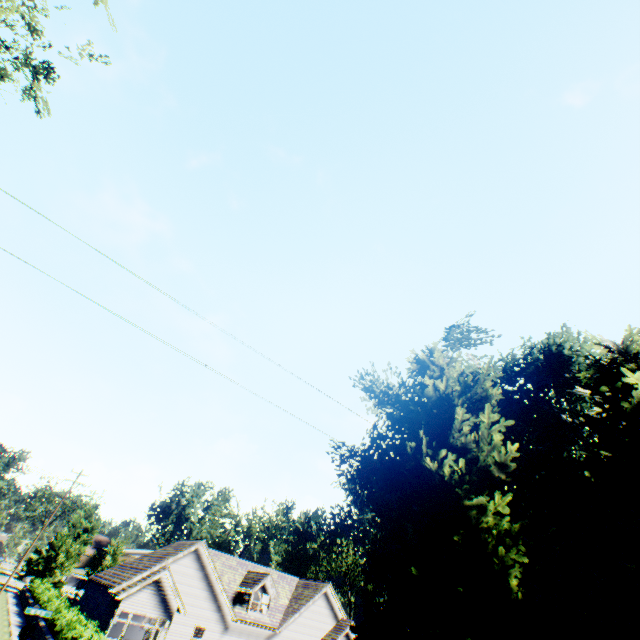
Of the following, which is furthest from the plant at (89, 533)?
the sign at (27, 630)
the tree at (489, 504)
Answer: the sign at (27, 630)

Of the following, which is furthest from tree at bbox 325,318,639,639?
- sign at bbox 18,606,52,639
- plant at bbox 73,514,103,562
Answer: sign at bbox 18,606,52,639

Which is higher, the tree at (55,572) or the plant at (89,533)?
the plant at (89,533)

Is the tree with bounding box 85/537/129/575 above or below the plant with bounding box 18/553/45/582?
above

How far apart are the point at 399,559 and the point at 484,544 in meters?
2.7 m

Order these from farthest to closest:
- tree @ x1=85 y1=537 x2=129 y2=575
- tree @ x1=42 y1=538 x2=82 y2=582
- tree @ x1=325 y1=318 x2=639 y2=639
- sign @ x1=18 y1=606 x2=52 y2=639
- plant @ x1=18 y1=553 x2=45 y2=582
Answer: plant @ x1=18 y1=553 x2=45 y2=582 → tree @ x1=85 y1=537 x2=129 y2=575 → tree @ x1=42 y1=538 x2=82 y2=582 → sign @ x1=18 y1=606 x2=52 y2=639 → tree @ x1=325 y1=318 x2=639 y2=639

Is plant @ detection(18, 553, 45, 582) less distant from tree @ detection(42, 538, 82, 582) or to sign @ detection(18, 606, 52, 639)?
tree @ detection(42, 538, 82, 582)
